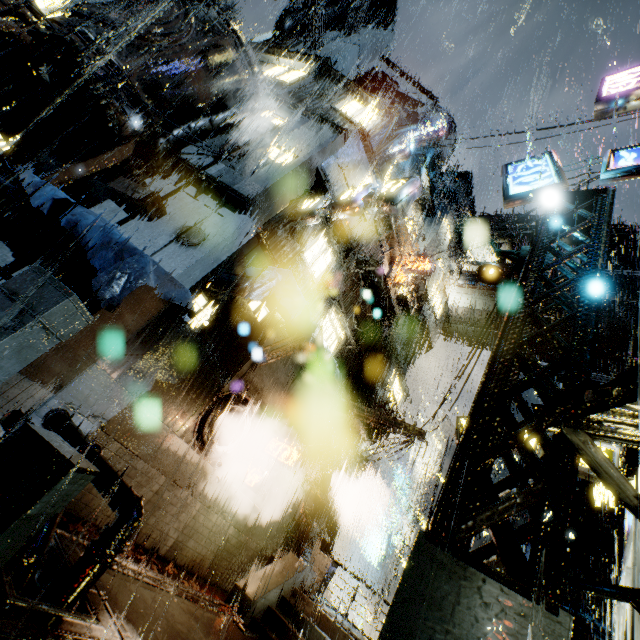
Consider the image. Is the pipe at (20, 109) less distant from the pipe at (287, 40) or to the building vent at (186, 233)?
the building vent at (186, 233)

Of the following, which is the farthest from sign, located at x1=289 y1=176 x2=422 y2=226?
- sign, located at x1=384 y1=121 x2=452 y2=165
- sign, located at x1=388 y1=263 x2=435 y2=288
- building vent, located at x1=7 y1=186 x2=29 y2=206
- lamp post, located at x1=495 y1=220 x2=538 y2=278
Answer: sign, located at x1=384 y1=121 x2=452 y2=165

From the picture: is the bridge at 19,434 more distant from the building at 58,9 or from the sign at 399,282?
the sign at 399,282

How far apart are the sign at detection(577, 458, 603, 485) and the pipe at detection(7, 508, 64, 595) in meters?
12.3

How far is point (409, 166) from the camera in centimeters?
2134cm

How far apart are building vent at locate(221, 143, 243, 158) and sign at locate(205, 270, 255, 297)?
5.5 meters

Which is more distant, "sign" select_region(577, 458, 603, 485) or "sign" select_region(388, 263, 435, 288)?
"sign" select_region(388, 263, 435, 288)

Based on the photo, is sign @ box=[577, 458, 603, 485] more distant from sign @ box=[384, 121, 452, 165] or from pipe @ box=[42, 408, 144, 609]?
sign @ box=[384, 121, 452, 165]
